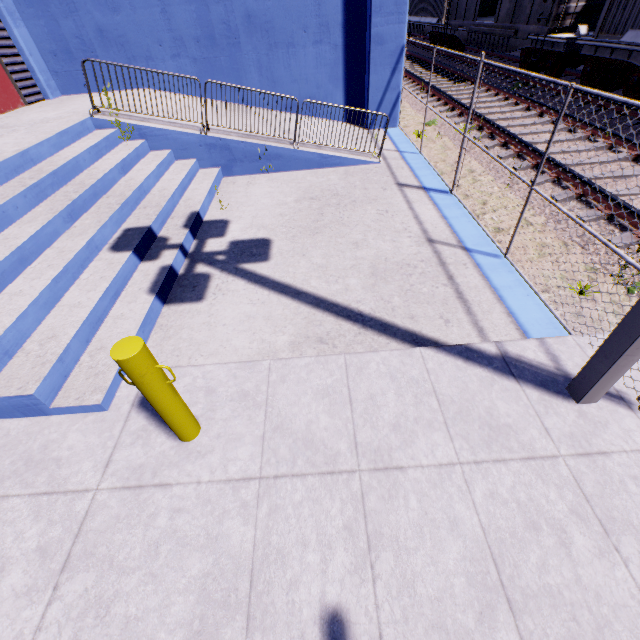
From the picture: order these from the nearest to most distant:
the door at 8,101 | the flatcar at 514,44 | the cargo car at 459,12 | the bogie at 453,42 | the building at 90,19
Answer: the building at 90,19
the door at 8,101
the cargo car at 459,12
the flatcar at 514,44
the bogie at 453,42

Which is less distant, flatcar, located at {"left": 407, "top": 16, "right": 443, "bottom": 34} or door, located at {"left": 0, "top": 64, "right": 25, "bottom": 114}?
door, located at {"left": 0, "top": 64, "right": 25, "bottom": 114}

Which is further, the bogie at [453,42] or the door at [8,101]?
the bogie at [453,42]

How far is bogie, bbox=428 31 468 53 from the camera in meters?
18.4 m

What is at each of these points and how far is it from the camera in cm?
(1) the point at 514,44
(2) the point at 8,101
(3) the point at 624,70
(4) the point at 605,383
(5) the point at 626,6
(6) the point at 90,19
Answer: (1) flatcar, 1337
(2) door, 811
(3) bogie, 912
(4) light, 268
(5) cargo container, 888
(6) building, 839

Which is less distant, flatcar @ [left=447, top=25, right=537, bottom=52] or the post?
the post

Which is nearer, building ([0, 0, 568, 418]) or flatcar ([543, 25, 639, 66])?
building ([0, 0, 568, 418])

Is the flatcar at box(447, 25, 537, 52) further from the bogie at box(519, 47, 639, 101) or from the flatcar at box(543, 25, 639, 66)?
the bogie at box(519, 47, 639, 101)
